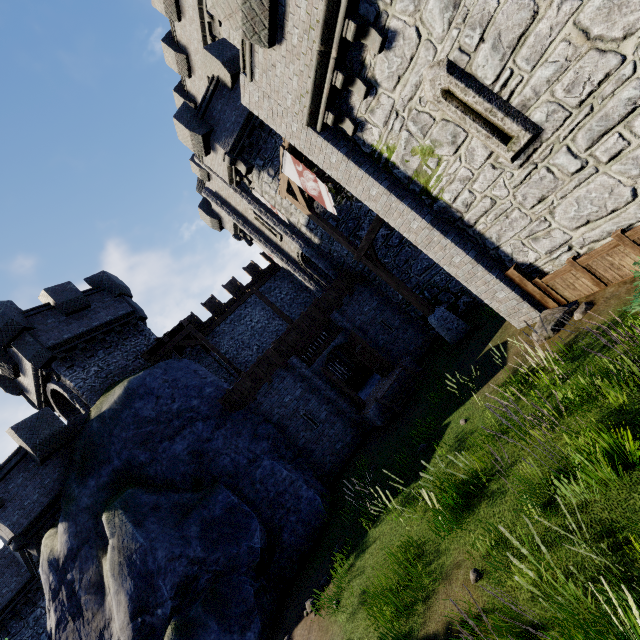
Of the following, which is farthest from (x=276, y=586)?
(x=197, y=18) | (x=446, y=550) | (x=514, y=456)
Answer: (x=197, y=18)

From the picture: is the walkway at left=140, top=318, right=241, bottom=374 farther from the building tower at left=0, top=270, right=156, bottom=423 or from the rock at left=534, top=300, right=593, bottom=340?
the rock at left=534, top=300, right=593, bottom=340

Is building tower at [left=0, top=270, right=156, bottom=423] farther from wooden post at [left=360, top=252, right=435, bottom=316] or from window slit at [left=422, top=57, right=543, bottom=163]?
window slit at [left=422, top=57, right=543, bottom=163]

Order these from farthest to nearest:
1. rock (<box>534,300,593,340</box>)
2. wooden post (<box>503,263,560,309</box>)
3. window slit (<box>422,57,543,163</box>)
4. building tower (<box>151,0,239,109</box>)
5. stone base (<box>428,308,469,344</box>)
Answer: building tower (<box>151,0,239,109</box>)
stone base (<box>428,308,469,344</box>)
wooden post (<box>503,263,560,309</box>)
rock (<box>534,300,593,340</box>)
window slit (<box>422,57,543,163</box>)

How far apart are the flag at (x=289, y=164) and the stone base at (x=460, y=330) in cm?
550

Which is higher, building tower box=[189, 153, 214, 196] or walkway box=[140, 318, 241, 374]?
building tower box=[189, 153, 214, 196]

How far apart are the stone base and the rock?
4.31m

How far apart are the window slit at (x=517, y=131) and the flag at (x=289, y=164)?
4.82m
